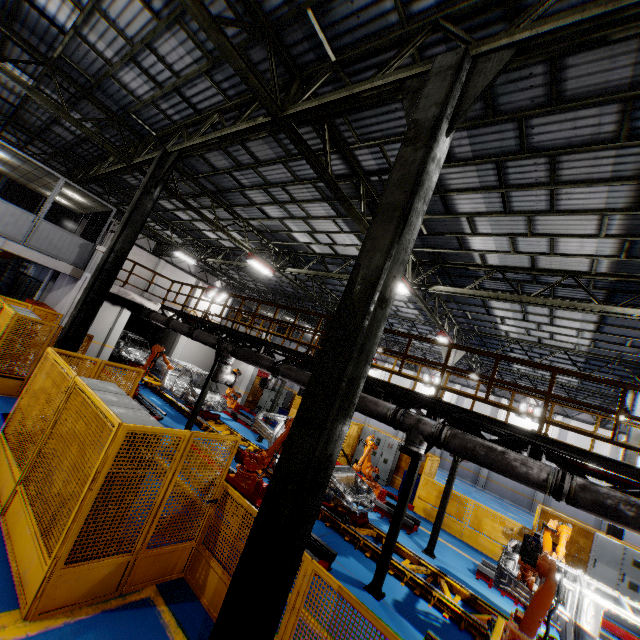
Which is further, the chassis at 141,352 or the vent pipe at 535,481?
the chassis at 141,352

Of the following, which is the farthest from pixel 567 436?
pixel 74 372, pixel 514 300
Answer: pixel 74 372

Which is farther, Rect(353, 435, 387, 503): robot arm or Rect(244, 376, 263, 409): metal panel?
Rect(244, 376, 263, 409): metal panel

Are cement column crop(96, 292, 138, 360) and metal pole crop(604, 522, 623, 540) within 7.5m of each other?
no

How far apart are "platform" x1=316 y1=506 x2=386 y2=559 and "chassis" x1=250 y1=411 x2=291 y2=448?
0.0m

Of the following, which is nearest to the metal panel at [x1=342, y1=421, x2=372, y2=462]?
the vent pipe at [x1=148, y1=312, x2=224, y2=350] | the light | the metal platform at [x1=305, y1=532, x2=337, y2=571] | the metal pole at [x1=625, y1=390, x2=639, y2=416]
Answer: the metal pole at [x1=625, y1=390, x2=639, y2=416]

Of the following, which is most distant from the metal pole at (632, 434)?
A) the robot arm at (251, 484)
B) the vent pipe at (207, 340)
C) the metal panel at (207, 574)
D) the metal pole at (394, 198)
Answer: the metal pole at (394, 198)

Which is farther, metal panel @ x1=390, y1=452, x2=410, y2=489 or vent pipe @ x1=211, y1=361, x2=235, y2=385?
metal panel @ x1=390, y1=452, x2=410, y2=489
